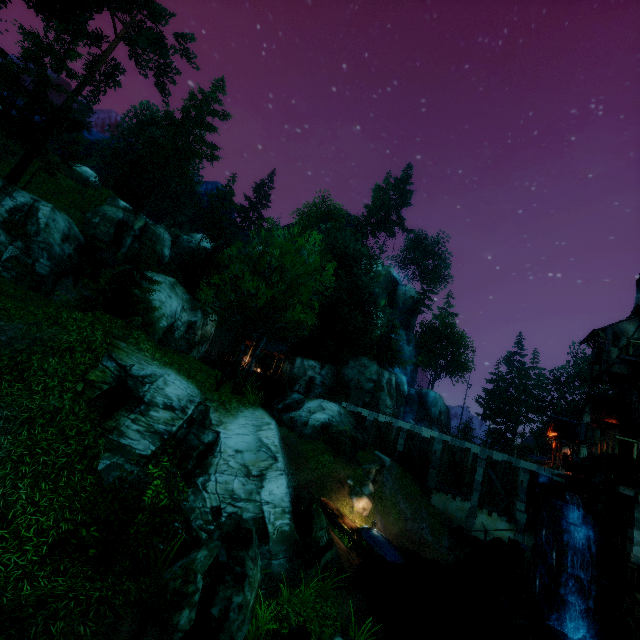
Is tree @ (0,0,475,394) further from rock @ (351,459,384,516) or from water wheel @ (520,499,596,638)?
water wheel @ (520,499,596,638)

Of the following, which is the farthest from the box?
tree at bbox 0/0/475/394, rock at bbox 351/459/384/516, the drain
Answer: rock at bbox 351/459/384/516

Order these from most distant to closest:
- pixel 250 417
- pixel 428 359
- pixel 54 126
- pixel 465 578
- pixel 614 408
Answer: pixel 428 359 → pixel 54 126 → pixel 465 578 → pixel 614 408 → pixel 250 417

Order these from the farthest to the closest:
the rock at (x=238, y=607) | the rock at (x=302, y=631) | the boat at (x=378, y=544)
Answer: the boat at (x=378, y=544), the rock at (x=302, y=631), the rock at (x=238, y=607)

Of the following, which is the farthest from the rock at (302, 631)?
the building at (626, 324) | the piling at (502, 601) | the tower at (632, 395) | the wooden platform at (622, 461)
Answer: the building at (626, 324)

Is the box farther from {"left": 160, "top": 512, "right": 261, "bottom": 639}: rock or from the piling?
{"left": 160, "top": 512, "right": 261, "bottom": 639}: rock

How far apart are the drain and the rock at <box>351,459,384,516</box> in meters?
11.0 m

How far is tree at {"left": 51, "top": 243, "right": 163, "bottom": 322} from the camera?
18.88m
